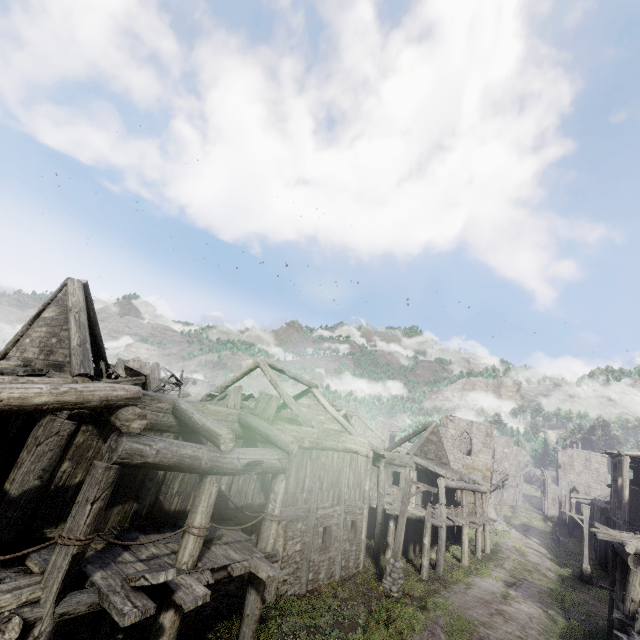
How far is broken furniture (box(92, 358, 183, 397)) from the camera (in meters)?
9.38

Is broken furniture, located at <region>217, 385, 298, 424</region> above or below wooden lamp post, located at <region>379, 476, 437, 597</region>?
above

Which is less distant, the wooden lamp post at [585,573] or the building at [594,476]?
the building at [594,476]

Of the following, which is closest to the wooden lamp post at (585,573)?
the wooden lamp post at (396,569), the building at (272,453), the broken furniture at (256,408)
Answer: the building at (272,453)

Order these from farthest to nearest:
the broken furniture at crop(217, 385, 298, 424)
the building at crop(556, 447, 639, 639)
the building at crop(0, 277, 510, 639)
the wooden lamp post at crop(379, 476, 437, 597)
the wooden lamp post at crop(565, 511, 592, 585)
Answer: the wooden lamp post at crop(565, 511, 592, 585) < the wooden lamp post at crop(379, 476, 437, 597) < the building at crop(556, 447, 639, 639) < the broken furniture at crop(217, 385, 298, 424) < the building at crop(0, 277, 510, 639)

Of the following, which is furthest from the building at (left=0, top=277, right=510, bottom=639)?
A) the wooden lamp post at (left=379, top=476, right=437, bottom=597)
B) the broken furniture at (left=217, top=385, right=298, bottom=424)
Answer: the wooden lamp post at (left=379, top=476, right=437, bottom=597)

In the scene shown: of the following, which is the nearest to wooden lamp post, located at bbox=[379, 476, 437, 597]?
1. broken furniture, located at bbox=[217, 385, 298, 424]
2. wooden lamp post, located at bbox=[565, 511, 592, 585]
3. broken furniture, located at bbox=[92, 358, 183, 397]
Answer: broken furniture, located at bbox=[217, 385, 298, 424]

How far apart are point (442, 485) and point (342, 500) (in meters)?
9.55
